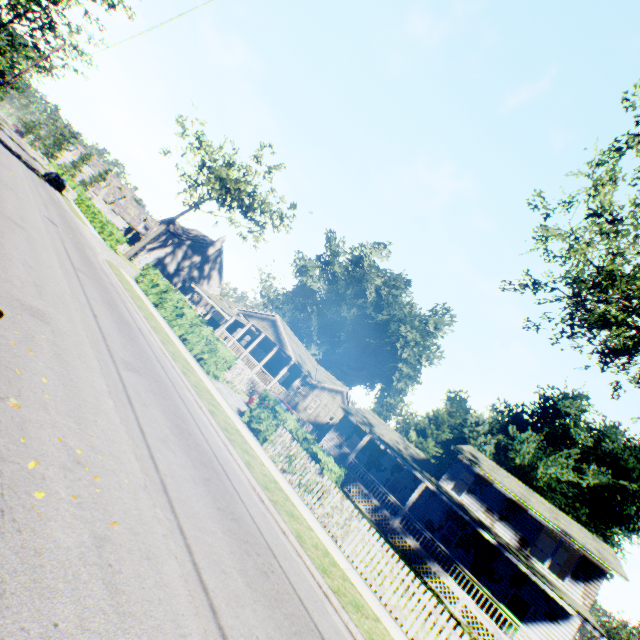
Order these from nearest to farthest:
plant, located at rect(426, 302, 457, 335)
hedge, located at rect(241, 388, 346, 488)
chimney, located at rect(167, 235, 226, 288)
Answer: hedge, located at rect(241, 388, 346, 488) → chimney, located at rect(167, 235, 226, 288) → plant, located at rect(426, 302, 457, 335)

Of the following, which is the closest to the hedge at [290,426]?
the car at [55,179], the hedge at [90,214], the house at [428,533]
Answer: the house at [428,533]

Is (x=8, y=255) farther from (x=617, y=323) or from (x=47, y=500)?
(x=617, y=323)

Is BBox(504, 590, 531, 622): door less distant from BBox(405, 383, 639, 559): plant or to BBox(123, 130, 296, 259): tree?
BBox(405, 383, 639, 559): plant

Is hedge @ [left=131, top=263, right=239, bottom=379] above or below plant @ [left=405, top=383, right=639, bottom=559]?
below

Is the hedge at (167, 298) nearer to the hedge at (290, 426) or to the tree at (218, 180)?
the hedge at (290, 426)

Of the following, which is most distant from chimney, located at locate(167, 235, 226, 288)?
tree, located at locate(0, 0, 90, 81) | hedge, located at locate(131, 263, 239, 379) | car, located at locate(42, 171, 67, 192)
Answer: hedge, located at locate(131, 263, 239, 379)

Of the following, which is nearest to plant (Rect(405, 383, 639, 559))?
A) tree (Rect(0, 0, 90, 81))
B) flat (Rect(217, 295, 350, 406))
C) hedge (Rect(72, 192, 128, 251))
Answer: tree (Rect(0, 0, 90, 81))
